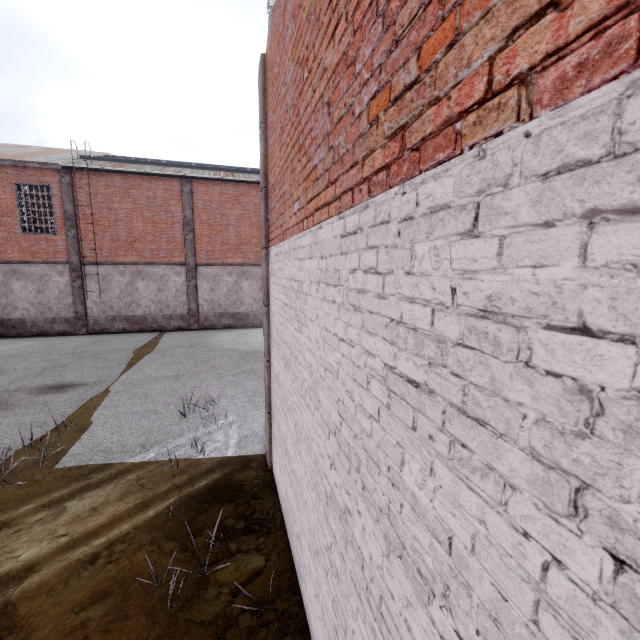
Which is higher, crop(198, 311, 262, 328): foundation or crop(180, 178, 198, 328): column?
crop(180, 178, 198, 328): column

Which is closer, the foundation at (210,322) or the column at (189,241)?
the column at (189,241)

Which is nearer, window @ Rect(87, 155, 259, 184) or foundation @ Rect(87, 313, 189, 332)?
window @ Rect(87, 155, 259, 184)

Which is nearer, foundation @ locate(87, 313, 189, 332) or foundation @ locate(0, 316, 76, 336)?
foundation @ locate(0, 316, 76, 336)

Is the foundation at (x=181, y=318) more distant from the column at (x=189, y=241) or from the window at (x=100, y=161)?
the window at (x=100, y=161)

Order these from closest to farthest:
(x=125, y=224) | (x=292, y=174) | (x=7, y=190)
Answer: (x=292, y=174) < (x=7, y=190) < (x=125, y=224)

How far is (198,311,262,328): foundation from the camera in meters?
20.1 m

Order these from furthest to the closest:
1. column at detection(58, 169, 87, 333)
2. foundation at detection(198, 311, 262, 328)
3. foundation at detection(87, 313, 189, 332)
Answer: foundation at detection(198, 311, 262, 328) → foundation at detection(87, 313, 189, 332) → column at detection(58, 169, 87, 333)
